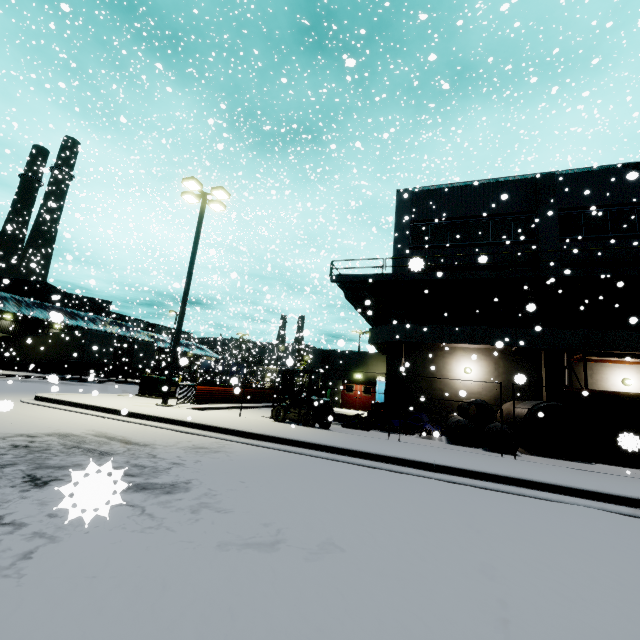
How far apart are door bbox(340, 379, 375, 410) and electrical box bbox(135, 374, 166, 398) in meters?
14.2

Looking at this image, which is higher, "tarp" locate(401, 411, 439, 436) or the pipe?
"tarp" locate(401, 411, 439, 436)

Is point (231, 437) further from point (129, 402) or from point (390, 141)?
point (390, 141)

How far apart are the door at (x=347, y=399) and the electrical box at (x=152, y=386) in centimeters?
1419cm

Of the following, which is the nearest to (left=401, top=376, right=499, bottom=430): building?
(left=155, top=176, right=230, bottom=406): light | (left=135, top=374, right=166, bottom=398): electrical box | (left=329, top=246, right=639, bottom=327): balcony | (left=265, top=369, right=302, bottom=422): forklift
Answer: (left=329, top=246, right=639, bottom=327): balcony

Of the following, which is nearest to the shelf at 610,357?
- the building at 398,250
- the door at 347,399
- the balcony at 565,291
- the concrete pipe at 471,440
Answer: the building at 398,250

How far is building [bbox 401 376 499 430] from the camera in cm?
1720
